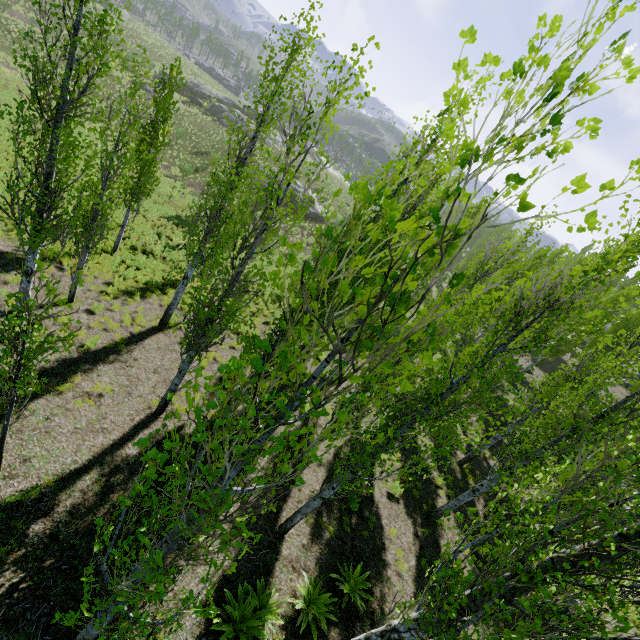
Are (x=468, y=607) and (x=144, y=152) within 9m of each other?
no

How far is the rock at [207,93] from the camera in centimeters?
4734cm

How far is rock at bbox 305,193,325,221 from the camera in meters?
39.3 m

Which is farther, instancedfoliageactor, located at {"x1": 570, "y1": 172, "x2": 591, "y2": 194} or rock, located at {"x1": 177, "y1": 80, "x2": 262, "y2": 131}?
rock, located at {"x1": 177, "y1": 80, "x2": 262, "y2": 131}

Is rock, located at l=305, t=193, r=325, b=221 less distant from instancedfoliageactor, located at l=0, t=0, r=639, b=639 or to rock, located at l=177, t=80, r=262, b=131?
instancedfoliageactor, located at l=0, t=0, r=639, b=639

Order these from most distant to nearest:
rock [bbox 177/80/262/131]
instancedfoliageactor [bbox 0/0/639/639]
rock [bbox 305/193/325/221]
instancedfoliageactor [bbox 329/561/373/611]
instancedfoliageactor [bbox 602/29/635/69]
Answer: rock [bbox 177/80/262/131] → rock [bbox 305/193/325/221] → instancedfoliageactor [bbox 329/561/373/611] → instancedfoliageactor [bbox 0/0/639/639] → instancedfoliageactor [bbox 602/29/635/69]

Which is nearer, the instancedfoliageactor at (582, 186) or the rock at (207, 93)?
the instancedfoliageactor at (582, 186)
